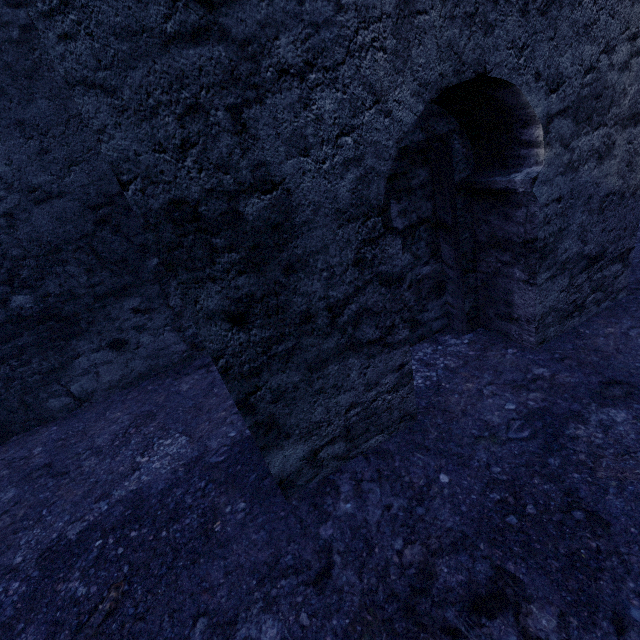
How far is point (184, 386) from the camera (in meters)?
3.58
